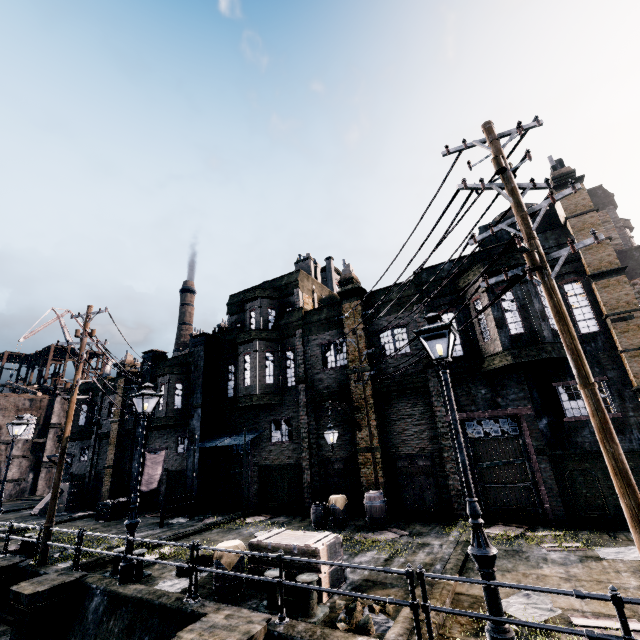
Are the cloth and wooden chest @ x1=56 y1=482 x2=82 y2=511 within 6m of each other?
no

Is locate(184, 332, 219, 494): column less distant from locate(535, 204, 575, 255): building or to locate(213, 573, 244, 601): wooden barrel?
locate(535, 204, 575, 255): building

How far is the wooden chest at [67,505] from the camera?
24.9m

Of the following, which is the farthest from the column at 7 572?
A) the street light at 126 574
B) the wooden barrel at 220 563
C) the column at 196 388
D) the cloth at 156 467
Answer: the wooden barrel at 220 563

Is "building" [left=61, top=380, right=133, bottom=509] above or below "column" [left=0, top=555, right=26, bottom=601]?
above

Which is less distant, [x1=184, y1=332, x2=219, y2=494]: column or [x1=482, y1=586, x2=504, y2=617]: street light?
[x1=482, y1=586, x2=504, y2=617]: street light

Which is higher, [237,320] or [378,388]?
[237,320]

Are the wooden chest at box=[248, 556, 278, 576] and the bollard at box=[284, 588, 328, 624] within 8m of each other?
yes
